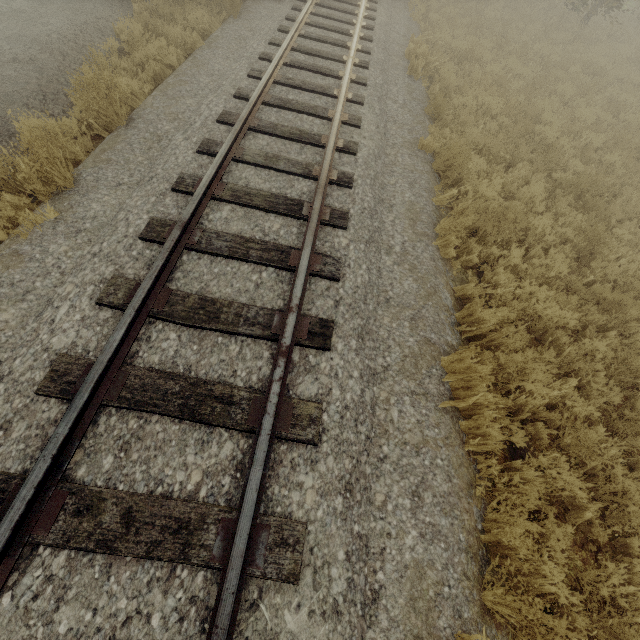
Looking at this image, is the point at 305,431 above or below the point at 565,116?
above
